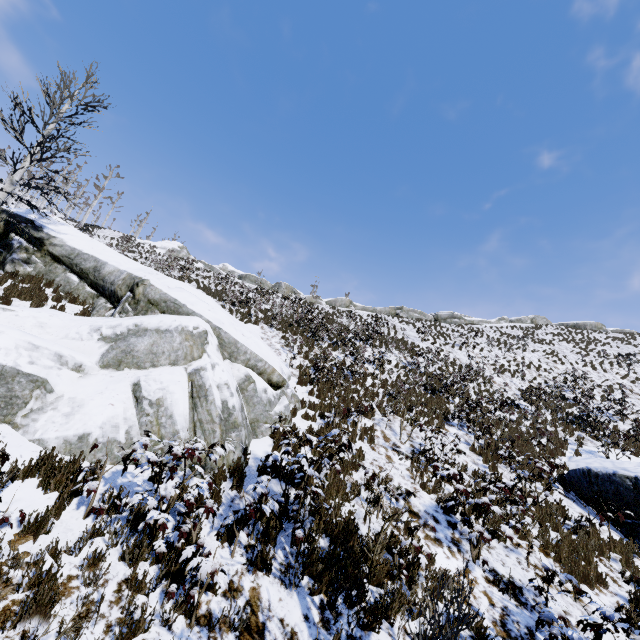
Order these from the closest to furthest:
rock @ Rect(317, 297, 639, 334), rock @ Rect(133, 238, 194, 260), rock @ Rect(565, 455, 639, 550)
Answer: rock @ Rect(565, 455, 639, 550)
rock @ Rect(317, 297, 639, 334)
rock @ Rect(133, 238, 194, 260)

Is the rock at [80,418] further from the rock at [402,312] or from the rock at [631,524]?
the rock at [402,312]

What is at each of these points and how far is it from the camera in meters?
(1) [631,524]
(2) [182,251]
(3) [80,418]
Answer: (1) rock, 8.5 m
(2) rock, 43.0 m
(3) rock, 5.9 m

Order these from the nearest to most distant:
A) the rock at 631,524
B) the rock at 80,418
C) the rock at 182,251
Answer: the rock at 80,418 < the rock at 631,524 < the rock at 182,251

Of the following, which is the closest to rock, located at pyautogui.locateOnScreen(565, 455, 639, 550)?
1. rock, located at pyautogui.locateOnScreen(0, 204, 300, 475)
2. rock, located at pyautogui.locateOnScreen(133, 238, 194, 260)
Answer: rock, located at pyautogui.locateOnScreen(0, 204, 300, 475)

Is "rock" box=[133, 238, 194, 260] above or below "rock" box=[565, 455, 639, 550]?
above

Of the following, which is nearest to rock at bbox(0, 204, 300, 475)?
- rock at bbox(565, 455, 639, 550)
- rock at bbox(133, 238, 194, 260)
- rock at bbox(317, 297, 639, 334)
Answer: rock at bbox(565, 455, 639, 550)

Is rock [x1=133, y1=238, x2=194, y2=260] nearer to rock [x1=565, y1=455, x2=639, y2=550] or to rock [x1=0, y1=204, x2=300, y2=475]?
rock [x1=0, y1=204, x2=300, y2=475]
